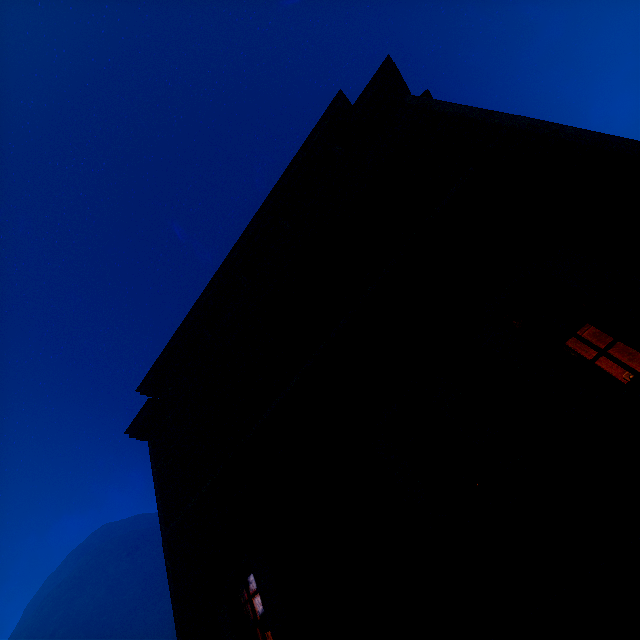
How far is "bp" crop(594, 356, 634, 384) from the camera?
5.1m

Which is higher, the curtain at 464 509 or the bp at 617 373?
the bp at 617 373

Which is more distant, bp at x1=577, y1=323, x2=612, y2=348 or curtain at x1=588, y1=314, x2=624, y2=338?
bp at x1=577, y1=323, x2=612, y2=348

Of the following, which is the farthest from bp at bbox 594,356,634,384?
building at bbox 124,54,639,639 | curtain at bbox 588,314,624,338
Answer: curtain at bbox 588,314,624,338

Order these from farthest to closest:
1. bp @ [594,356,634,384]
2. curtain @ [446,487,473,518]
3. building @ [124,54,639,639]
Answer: bp @ [594,356,634,384]
curtain @ [446,487,473,518]
building @ [124,54,639,639]

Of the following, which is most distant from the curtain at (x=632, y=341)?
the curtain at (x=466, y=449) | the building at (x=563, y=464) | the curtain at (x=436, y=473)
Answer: the curtain at (x=436, y=473)

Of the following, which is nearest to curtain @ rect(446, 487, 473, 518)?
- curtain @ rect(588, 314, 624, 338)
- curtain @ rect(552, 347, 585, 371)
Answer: curtain @ rect(552, 347, 585, 371)

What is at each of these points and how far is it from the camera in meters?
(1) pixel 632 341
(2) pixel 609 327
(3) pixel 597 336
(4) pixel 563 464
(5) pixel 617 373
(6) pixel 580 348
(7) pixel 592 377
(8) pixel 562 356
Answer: (1) curtain, 3.2
(2) curtain, 3.4
(3) bp, 5.6
(4) building, 3.2
(5) bp, 5.2
(6) bp, 5.6
(7) curtain, 3.3
(8) curtain, 3.6
